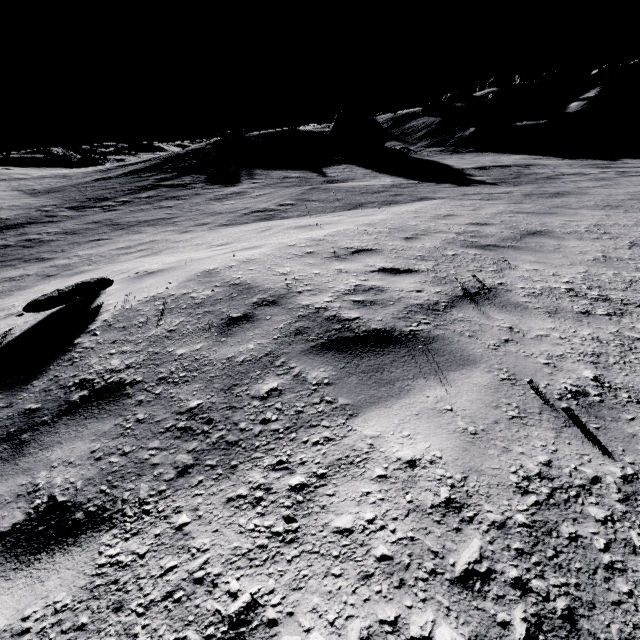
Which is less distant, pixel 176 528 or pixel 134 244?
pixel 176 528

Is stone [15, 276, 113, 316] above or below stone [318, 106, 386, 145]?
below

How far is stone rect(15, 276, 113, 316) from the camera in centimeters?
379cm

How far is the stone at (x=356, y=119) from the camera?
28.5 meters

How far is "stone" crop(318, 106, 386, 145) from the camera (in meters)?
28.52

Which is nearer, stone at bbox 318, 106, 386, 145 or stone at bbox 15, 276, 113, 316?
stone at bbox 15, 276, 113, 316

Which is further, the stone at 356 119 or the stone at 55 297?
the stone at 356 119
